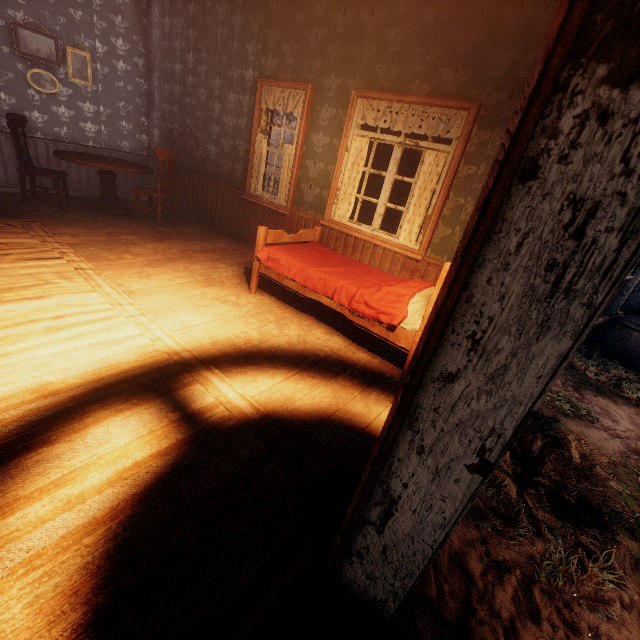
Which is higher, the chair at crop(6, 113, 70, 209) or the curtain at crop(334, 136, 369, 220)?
the curtain at crop(334, 136, 369, 220)

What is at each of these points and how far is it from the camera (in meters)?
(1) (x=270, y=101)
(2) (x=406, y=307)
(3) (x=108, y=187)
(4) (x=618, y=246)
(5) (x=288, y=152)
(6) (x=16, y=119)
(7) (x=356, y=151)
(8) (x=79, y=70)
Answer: (1) curtain, 4.75
(2) bed, 2.78
(3) table, 5.52
(4) building, 0.61
(5) curtain, 4.77
(6) chair, 4.66
(7) curtain, 4.14
(8) photos, 5.70

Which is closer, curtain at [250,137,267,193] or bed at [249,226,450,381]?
bed at [249,226,450,381]

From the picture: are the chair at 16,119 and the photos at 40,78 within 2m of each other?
yes

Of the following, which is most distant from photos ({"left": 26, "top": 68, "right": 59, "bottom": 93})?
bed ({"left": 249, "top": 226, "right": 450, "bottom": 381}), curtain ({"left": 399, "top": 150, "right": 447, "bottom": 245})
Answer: curtain ({"left": 399, "top": 150, "right": 447, "bottom": 245})

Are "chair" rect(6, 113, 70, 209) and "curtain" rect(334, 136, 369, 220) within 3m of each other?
no

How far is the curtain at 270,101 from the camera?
4.5 meters

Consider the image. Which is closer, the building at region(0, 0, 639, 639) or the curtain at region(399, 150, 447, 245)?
the building at region(0, 0, 639, 639)
